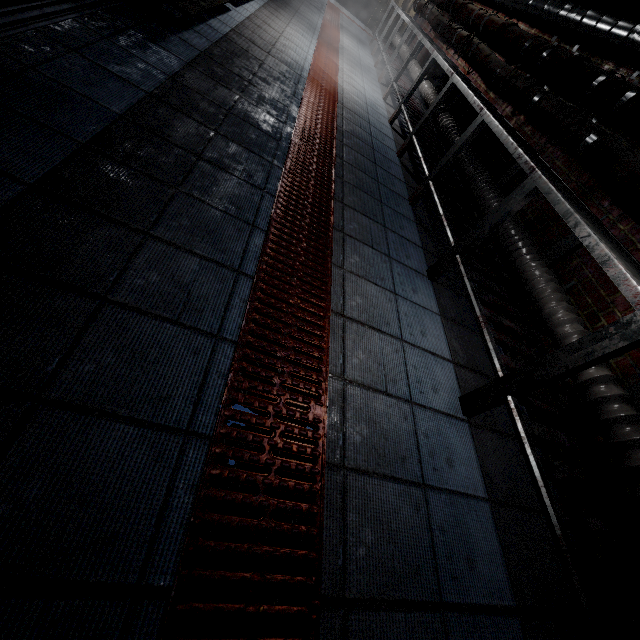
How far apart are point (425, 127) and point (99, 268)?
4.13m

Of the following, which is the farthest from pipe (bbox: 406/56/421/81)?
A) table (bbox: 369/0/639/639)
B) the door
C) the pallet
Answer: the door

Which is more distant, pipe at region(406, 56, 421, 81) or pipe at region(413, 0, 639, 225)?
pipe at region(406, 56, 421, 81)

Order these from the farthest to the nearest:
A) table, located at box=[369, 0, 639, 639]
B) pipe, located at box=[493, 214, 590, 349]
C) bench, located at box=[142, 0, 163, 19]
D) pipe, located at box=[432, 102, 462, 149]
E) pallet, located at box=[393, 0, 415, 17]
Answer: pallet, located at box=[393, 0, 415, 17]
pipe, located at box=[432, 102, 462, 149]
bench, located at box=[142, 0, 163, 19]
pipe, located at box=[493, 214, 590, 349]
table, located at box=[369, 0, 639, 639]

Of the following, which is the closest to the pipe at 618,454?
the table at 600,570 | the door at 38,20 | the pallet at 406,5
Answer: the table at 600,570

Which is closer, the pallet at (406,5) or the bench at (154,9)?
the bench at (154,9)

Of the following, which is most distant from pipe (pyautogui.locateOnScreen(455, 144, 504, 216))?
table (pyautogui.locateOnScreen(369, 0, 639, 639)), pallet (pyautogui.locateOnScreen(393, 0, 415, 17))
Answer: pallet (pyautogui.locateOnScreen(393, 0, 415, 17))
